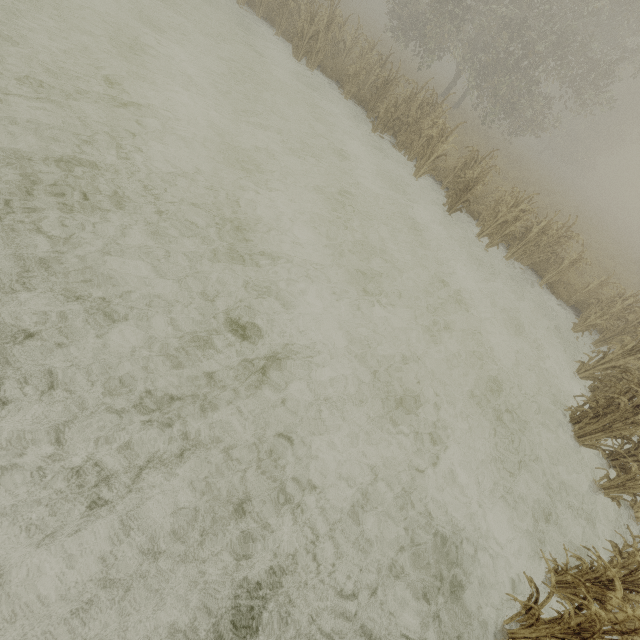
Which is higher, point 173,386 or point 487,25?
point 487,25
